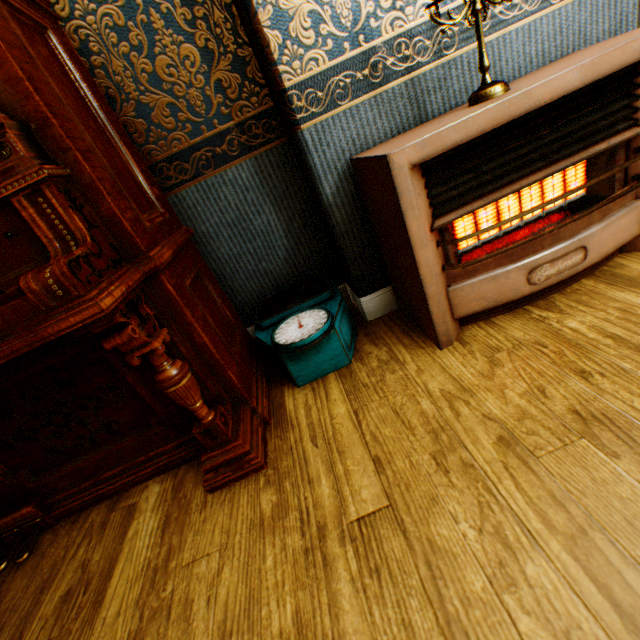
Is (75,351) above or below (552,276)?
above

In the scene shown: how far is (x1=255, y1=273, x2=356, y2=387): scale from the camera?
1.6m

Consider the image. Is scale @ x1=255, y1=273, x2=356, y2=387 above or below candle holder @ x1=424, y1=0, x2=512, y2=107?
below

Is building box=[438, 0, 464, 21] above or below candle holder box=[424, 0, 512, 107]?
above

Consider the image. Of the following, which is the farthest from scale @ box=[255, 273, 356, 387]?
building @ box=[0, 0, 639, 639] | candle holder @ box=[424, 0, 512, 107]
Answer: candle holder @ box=[424, 0, 512, 107]

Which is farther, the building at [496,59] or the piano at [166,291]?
the building at [496,59]

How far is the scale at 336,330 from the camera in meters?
1.6 m

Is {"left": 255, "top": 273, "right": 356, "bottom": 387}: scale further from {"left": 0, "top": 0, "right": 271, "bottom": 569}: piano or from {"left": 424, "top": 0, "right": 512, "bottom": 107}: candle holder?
{"left": 424, "top": 0, "right": 512, "bottom": 107}: candle holder
